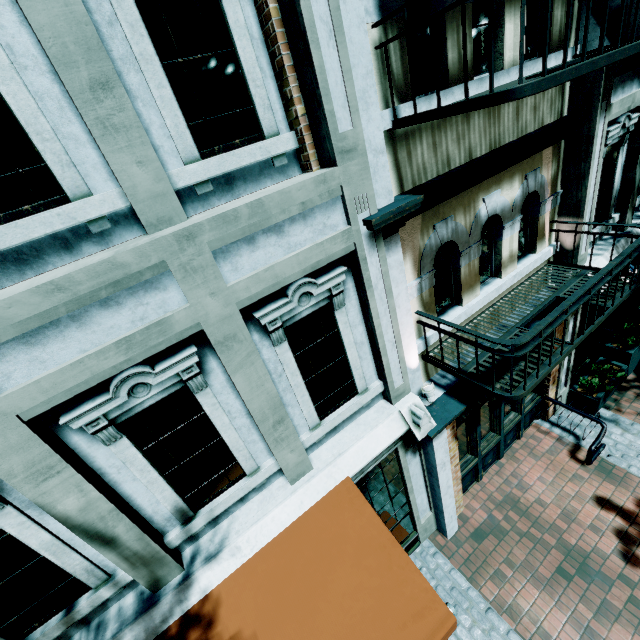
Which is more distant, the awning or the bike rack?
the bike rack

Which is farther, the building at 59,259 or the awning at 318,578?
the awning at 318,578

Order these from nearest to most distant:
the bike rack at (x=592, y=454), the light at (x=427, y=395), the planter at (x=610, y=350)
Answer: the light at (x=427, y=395) → the bike rack at (x=592, y=454) → the planter at (x=610, y=350)

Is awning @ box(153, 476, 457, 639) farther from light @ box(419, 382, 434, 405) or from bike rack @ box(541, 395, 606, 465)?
bike rack @ box(541, 395, 606, 465)

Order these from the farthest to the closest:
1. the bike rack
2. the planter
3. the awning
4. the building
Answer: the planter → the bike rack → the awning → the building

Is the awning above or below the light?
below

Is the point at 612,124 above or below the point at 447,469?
above

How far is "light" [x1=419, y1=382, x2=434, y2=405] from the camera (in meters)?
4.33
